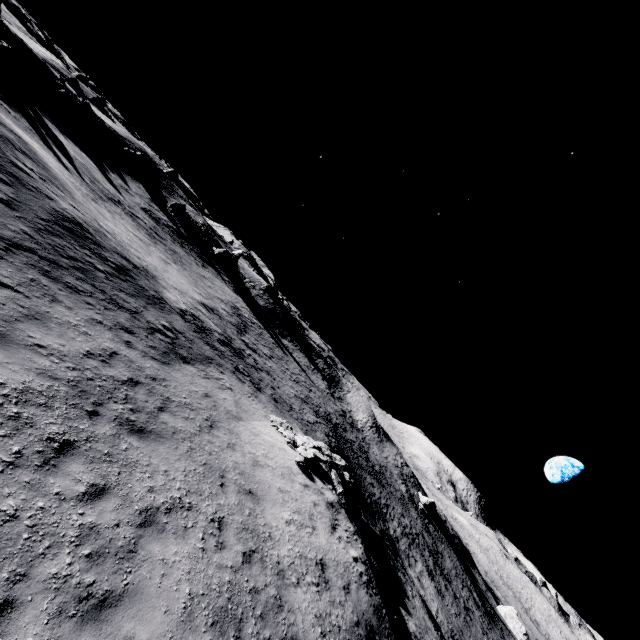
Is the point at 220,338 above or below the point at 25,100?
below

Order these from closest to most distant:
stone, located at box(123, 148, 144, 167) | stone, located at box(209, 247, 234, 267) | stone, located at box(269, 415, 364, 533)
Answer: stone, located at box(269, 415, 364, 533) < stone, located at box(123, 148, 144, 167) < stone, located at box(209, 247, 234, 267)

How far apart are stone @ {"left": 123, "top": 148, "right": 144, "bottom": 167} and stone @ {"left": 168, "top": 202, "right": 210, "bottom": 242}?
7.9 meters

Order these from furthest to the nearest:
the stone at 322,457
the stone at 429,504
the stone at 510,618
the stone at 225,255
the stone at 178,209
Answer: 1. the stone at 429,504
2. the stone at 225,255
3. the stone at 510,618
4. the stone at 178,209
5. the stone at 322,457

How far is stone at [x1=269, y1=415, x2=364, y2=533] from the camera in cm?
1534

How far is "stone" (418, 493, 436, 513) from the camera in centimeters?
5638cm

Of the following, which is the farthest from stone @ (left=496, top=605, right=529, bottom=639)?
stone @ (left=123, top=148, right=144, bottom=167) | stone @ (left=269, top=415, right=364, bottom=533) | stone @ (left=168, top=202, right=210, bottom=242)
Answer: stone @ (left=123, top=148, right=144, bottom=167)

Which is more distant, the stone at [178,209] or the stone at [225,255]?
the stone at [225,255]
